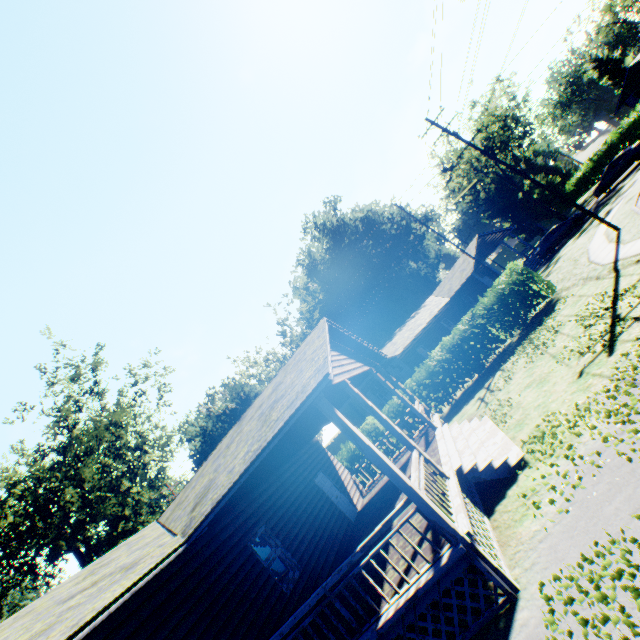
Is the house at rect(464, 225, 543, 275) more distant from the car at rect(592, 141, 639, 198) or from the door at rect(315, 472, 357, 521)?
the door at rect(315, 472, 357, 521)

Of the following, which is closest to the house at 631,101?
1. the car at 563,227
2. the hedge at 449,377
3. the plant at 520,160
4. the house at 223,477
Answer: the car at 563,227

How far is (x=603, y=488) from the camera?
5.2 meters

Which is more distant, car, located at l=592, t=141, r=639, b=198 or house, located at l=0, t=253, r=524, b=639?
car, located at l=592, t=141, r=639, b=198

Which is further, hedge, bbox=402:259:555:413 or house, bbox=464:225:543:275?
house, bbox=464:225:543:275

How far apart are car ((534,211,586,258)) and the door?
28.7m

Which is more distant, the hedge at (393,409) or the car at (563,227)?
Result: the car at (563,227)
